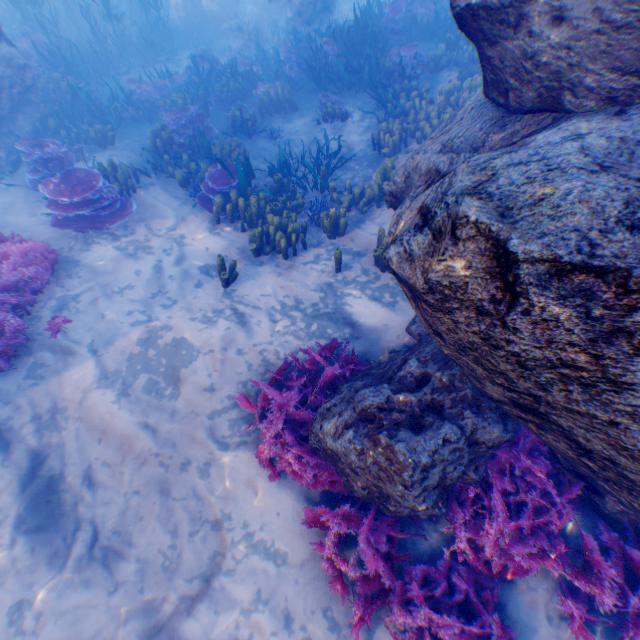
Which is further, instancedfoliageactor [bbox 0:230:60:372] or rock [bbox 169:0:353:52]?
rock [bbox 169:0:353:52]

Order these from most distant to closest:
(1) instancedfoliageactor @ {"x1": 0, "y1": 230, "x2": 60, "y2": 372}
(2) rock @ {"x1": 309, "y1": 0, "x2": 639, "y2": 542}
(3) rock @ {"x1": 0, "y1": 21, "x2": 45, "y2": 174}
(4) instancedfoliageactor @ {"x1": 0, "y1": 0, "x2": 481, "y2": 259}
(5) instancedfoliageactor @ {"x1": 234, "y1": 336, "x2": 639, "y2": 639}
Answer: (3) rock @ {"x1": 0, "y1": 21, "x2": 45, "y2": 174}, (4) instancedfoliageactor @ {"x1": 0, "y1": 0, "x2": 481, "y2": 259}, (1) instancedfoliageactor @ {"x1": 0, "y1": 230, "x2": 60, "y2": 372}, (5) instancedfoliageactor @ {"x1": 234, "y1": 336, "x2": 639, "y2": 639}, (2) rock @ {"x1": 309, "y1": 0, "x2": 639, "y2": 542}

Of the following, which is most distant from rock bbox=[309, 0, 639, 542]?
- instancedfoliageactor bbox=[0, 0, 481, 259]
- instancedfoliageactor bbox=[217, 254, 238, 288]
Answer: instancedfoliageactor bbox=[217, 254, 238, 288]

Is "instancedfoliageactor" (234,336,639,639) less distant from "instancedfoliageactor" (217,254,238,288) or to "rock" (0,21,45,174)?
"rock" (0,21,45,174)

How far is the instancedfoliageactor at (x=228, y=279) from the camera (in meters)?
5.79

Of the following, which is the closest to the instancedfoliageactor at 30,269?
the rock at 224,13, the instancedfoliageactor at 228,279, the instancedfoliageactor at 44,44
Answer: the rock at 224,13

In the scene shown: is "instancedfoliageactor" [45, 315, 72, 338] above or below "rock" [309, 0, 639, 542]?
below

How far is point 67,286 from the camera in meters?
6.0 m
